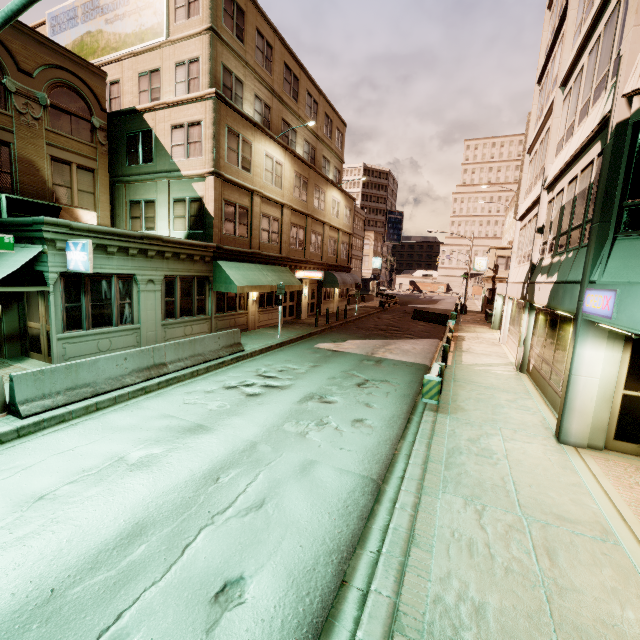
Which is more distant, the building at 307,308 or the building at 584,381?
the building at 307,308

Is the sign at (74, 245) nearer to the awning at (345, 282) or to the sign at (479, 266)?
the awning at (345, 282)

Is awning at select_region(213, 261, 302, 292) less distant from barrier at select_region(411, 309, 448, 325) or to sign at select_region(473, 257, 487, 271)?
barrier at select_region(411, 309, 448, 325)

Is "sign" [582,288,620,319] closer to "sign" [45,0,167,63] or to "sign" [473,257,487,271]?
"sign" [45,0,167,63]

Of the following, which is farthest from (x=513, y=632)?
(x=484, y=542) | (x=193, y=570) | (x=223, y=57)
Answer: (x=223, y=57)

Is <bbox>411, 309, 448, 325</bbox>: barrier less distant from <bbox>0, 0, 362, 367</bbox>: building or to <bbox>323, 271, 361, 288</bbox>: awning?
<bbox>323, 271, 361, 288</bbox>: awning

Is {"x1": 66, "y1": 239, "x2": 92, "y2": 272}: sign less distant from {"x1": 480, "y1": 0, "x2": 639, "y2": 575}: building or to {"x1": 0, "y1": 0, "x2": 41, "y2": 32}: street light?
{"x1": 0, "y1": 0, "x2": 41, "y2": 32}: street light

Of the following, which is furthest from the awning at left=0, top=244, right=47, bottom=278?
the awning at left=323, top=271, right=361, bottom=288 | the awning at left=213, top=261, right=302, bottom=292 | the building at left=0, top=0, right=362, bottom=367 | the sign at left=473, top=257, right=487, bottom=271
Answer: the sign at left=473, top=257, right=487, bottom=271
